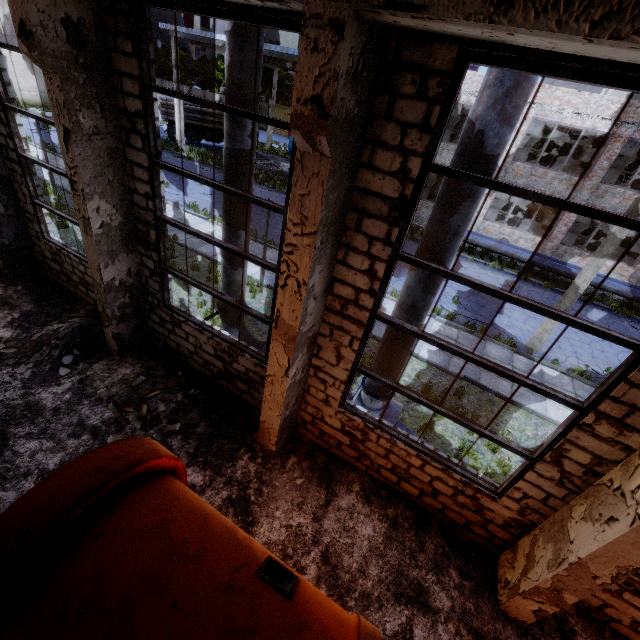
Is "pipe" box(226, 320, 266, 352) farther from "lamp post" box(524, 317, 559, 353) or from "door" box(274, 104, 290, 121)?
"door" box(274, 104, 290, 121)

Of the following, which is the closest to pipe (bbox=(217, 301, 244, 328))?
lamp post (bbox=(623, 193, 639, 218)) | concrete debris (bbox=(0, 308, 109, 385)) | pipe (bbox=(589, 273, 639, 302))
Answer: concrete debris (bbox=(0, 308, 109, 385))

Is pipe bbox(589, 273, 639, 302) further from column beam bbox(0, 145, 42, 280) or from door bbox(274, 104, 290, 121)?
door bbox(274, 104, 290, 121)

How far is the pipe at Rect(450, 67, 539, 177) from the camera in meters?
3.7 m

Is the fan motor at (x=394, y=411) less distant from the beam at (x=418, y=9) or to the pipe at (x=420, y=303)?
the pipe at (x=420, y=303)

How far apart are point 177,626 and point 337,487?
3.6m

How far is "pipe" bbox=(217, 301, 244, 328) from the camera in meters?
7.7 m

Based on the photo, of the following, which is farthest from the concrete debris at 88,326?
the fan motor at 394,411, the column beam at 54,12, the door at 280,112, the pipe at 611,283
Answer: the door at 280,112
